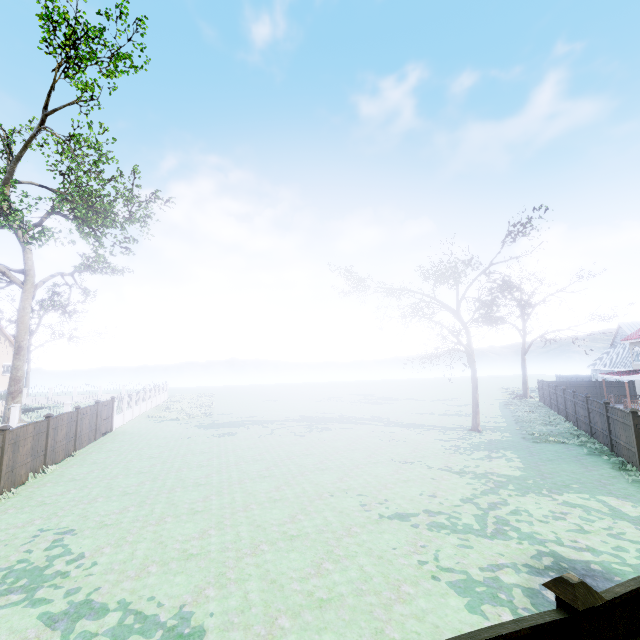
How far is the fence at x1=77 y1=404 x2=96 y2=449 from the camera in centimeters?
1862cm

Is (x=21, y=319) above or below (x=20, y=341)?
above

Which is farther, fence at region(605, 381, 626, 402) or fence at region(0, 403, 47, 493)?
fence at region(605, 381, 626, 402)

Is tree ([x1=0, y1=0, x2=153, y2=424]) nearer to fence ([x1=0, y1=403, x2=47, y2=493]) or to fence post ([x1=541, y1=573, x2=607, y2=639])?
fence ([x1=0, y1=403, x2=47, y2=493])

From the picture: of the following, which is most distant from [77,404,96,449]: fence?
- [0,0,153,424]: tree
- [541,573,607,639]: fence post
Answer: [0,0,153,424]: tree

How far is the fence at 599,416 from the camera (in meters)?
16.78

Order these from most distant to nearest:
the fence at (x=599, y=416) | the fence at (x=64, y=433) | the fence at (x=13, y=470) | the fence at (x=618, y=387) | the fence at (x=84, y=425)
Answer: the fence at (x=618, y=387) < the fence at (x=84, y=425) < the fence at (x=599, y=416) < the fence at (x=64, y=433) < the fence at (x=13, y=470)
